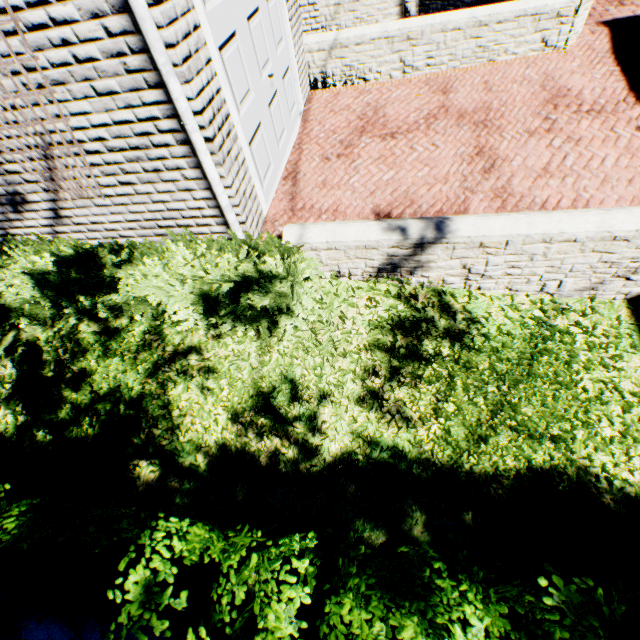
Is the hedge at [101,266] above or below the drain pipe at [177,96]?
below

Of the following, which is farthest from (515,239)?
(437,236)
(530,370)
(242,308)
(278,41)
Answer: (278,41)

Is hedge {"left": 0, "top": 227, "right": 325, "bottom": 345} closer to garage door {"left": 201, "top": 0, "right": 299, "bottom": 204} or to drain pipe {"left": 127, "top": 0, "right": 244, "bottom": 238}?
drain pipe {"left": 127, "top": 0, "right": 244, "bottom": 238}

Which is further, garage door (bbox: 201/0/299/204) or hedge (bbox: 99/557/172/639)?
garage door (bbox: 201/0/299/204)

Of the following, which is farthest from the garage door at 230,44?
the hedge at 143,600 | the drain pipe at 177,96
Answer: the hedge at 143,600

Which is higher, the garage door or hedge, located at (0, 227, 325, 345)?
the garage door

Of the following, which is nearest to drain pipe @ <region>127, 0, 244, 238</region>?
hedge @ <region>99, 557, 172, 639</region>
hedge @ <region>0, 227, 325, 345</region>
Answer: hedge @ <region>0, 227, 325, 345</region>

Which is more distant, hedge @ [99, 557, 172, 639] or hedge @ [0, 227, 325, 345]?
hedge @ [0, 227, 325, 345]
